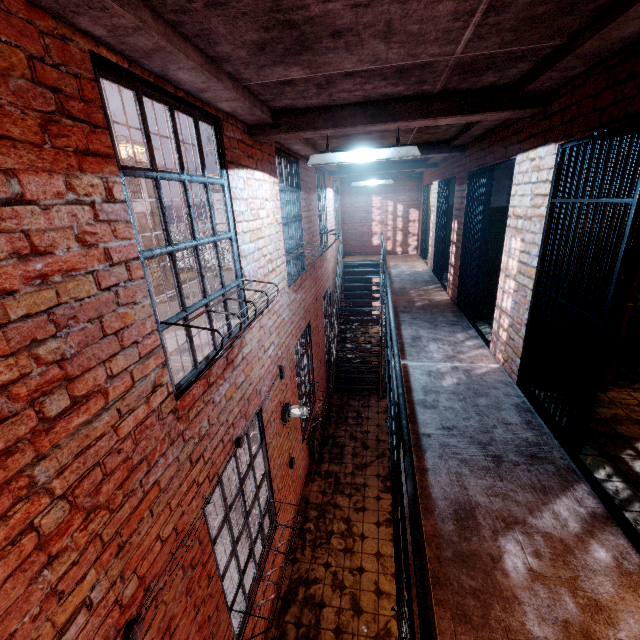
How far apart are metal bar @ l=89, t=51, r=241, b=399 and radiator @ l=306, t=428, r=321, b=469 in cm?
366

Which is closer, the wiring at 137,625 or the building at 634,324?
the wiring at 137,625

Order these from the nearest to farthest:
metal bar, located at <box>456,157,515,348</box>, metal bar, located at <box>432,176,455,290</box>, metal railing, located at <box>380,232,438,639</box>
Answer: metal railing, located at <box>380,232,438,639</box> < metal bar, located at <box>456,157,515,348</box> < metal bar, located at <box>432,176,455,290</box>

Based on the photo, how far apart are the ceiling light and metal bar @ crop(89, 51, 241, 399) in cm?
95

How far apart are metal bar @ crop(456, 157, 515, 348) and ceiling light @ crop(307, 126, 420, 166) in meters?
1.1

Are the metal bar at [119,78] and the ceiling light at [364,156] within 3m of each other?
yes

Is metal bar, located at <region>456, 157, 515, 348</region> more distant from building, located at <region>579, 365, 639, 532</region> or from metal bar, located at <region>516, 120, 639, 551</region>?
metal bar, located at <region>516, 120, 639, 551</region>

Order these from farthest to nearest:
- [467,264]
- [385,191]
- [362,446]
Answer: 1. [385,191]
2. [362,446]
3. [467,264]
